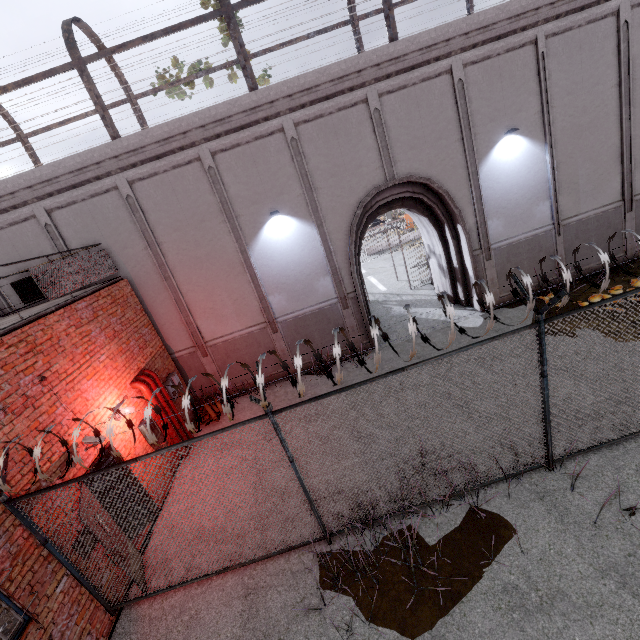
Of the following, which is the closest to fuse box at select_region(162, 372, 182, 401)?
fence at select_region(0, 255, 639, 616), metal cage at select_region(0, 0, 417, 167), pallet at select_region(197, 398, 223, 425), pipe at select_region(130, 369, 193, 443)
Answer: pipe at select_region(130, 369, 193, 443)

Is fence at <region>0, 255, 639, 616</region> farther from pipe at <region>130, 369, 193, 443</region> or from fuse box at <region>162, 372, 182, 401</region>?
fuse box at <region>162, 372, 182, 401</region>

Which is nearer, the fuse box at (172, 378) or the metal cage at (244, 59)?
the metal cage at (244, 59)

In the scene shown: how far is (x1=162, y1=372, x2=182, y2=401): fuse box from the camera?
9.4m

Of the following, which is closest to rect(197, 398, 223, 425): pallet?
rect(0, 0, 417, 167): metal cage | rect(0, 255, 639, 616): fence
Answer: rect(0, 255, 639, 616): fence

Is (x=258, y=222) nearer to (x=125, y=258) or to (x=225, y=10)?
(x=125, y=258)

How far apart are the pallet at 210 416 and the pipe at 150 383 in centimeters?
63cm

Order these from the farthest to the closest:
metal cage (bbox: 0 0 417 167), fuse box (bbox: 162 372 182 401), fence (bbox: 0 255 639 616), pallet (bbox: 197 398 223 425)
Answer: pallet (bbox: 197 398 223 425)
fuse box (bbox: 162 372 182 401)
metal cage (bbox: 0 0 417 167)
fence (bbox: 0 255 639 616)
